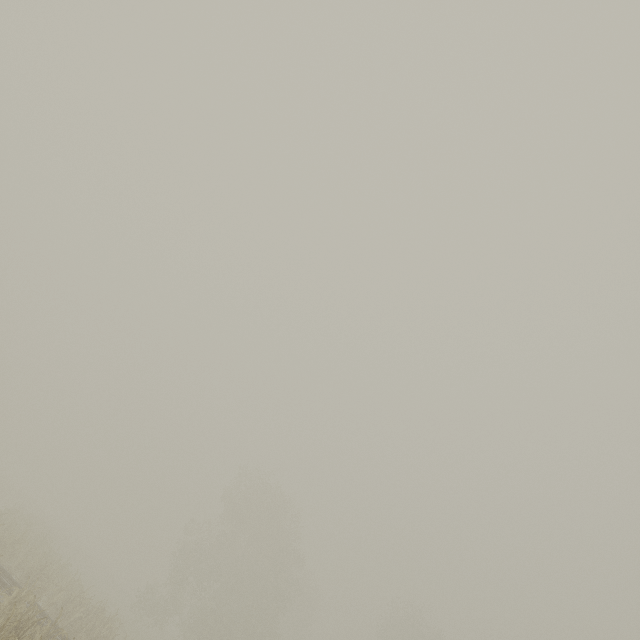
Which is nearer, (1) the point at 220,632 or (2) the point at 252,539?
(1) the point at 220,632
